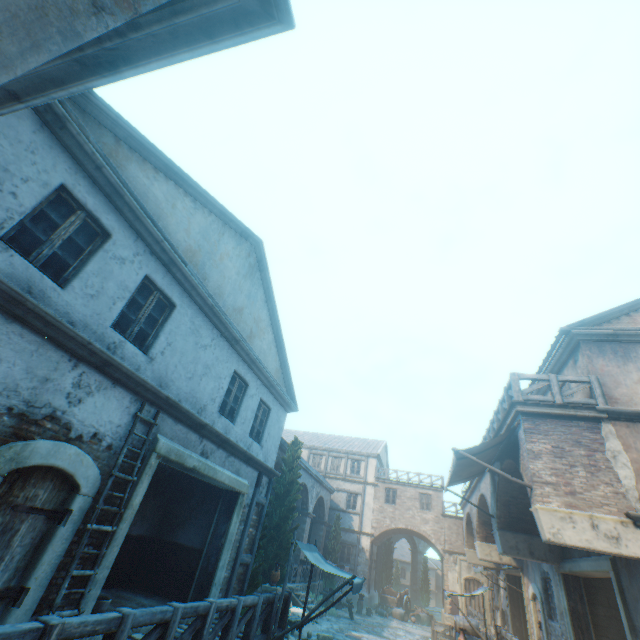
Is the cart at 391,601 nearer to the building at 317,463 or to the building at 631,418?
the building at 317,463

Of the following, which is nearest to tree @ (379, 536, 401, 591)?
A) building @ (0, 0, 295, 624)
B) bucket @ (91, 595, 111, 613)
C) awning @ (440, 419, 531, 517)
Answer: building @ (0, 0, 295, 624)

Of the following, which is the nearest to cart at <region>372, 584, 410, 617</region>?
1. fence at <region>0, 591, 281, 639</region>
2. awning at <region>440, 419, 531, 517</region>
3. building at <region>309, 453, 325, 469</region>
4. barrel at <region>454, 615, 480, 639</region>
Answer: building at <region>309, 453, 325, 469</region>

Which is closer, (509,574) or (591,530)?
(591,530)

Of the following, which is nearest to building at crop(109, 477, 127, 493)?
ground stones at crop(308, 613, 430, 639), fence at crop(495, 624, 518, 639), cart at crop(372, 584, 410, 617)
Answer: ground stones at crop(308, 613, 430, 639)

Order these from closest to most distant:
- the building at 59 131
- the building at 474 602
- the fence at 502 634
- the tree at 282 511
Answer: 1. the building at 59 131
2. the fence at 502 634
3. the tree at 282 511
4. the building at 474 602

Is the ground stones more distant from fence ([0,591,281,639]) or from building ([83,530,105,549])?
fence ([0,591,281,639])

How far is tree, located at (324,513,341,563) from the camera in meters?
25.3 m
